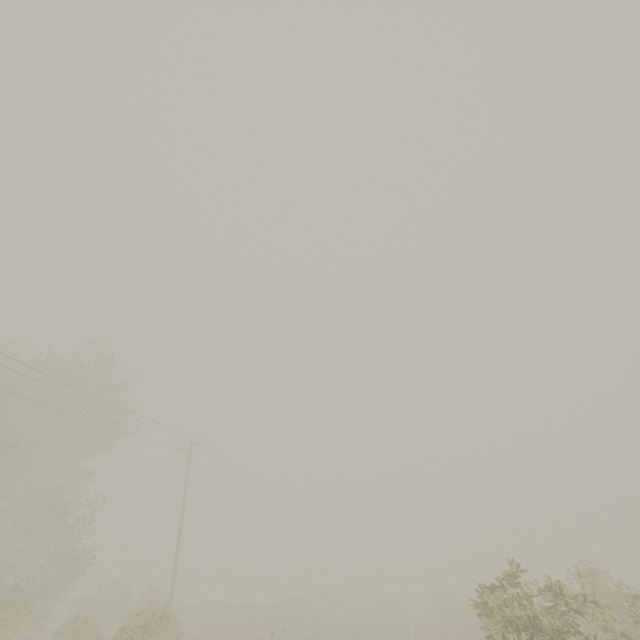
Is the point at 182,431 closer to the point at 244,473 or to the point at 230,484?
the point at 244,473
